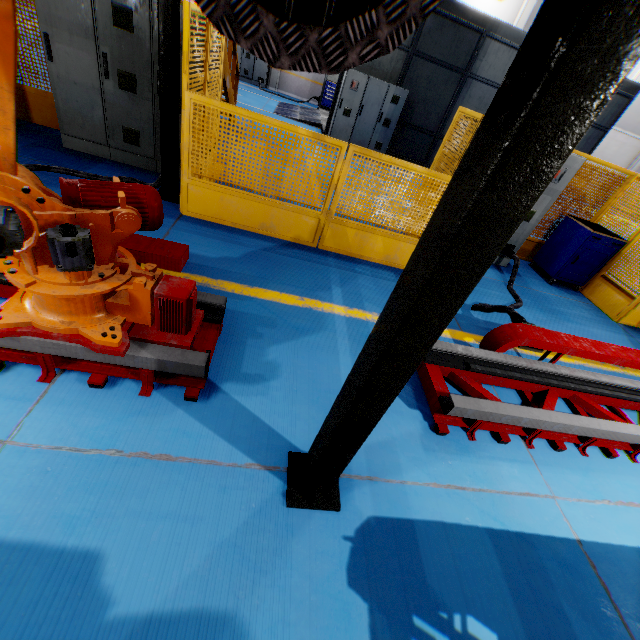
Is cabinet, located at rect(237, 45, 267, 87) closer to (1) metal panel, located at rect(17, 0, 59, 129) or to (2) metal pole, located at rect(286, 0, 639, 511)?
(1) metal panel, located at rect(17, 0, 59, 129)

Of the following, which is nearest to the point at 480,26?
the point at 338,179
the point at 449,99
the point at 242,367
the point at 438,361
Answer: the point at 449,99

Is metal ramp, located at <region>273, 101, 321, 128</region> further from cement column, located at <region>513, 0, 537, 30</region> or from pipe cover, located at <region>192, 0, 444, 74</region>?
pipe cover, located at <region>192, 0, 444, 74</region>

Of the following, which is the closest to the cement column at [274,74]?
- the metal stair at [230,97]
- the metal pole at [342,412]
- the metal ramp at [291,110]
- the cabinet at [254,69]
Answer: the cabinet at [254,69]

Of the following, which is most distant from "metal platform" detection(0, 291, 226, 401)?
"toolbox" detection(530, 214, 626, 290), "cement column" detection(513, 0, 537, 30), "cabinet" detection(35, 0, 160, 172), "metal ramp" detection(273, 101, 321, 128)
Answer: "cement column" detection(513, 0, 537, 30)

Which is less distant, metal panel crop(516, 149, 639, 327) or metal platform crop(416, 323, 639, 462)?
metal platform crop(416, 323, 639, 462)

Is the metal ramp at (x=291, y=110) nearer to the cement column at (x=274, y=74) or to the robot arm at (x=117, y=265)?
the cement column at (x=274, y=74)

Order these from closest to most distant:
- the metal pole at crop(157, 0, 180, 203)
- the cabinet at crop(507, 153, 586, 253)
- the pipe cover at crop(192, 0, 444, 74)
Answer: the pipe cover at crop(192, 0, 444, 74) < the metal pole at crop(157, 0, 180, 203) < the cabinet at crop(507, 153, 586, 253)
